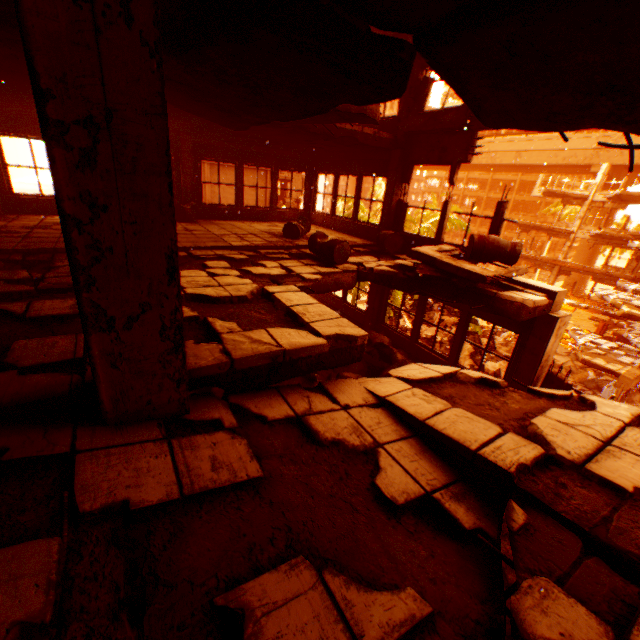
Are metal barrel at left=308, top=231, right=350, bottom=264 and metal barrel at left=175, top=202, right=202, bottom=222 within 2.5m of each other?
no

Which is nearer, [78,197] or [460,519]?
[78,197]

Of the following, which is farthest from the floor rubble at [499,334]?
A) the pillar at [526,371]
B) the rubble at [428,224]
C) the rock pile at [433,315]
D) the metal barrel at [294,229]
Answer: the metal barrel at [294,229]

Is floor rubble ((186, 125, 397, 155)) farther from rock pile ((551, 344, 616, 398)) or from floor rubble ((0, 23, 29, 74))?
rock pile ((551, 344, 616, 398))

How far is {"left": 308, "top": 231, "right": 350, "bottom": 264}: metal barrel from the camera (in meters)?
7.01

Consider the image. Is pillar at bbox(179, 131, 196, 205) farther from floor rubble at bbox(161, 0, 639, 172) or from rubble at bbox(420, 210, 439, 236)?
rubble at bbox(420, 210, 439, 236)

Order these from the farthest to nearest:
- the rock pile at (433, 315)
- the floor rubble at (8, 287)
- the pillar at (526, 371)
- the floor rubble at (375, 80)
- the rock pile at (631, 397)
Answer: the rock pile at (433, 315) < the rock pile at (631, 397) < the pillar at (526, 371) < the floor rubble at (8, 287) < the floor rubble at (375, 80)

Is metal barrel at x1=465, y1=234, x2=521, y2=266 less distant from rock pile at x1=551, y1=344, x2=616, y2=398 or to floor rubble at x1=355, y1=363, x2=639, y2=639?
floor rubble at x1=355, y1=363, x2=639, y2=639
